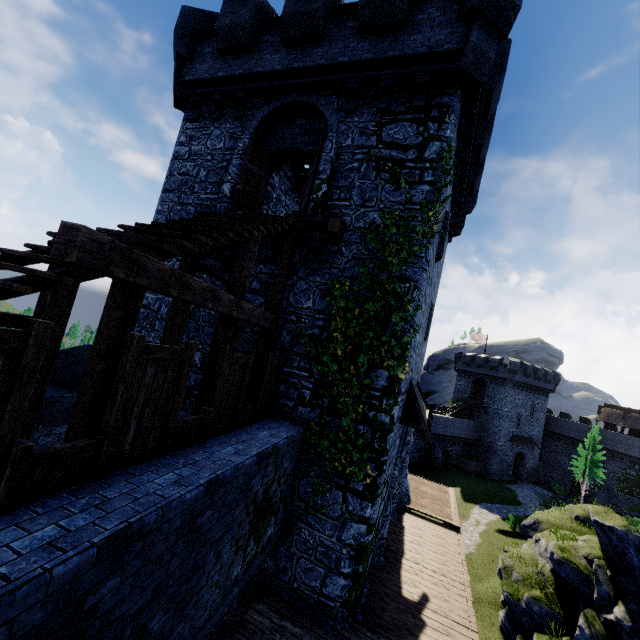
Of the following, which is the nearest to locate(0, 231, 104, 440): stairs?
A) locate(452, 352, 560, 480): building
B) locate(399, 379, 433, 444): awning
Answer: locate(399, 379, 433, 444): awning

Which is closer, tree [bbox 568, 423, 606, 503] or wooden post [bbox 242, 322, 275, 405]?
wooden post [bbox 242, 322, 275, 405]

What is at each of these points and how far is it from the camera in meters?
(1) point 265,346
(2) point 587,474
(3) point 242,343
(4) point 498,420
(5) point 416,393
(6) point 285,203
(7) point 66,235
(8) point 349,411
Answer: (1) wooden post, 8.6
(2) tree, 41.9
(3) building, 9.5
(4) building, 47.3
(5) awning, 12.0
(6) building, 16.6
(7) wooden beam, 3.1
(8) ivy, 8.1

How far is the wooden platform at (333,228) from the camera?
8.3 meters

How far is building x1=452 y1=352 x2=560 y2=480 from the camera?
47.03m

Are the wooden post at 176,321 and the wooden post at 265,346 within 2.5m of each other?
yes

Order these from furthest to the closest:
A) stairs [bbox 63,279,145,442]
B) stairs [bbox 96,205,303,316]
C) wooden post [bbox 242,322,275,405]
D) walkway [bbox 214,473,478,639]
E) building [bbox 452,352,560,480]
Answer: building [bbox 452,352,560,480] → wooden post [bbox 242,322,275,405] → walkway [bbox 214,473,478,639] → stairs [bbox 96,205,303,316] → stairs [bbox 63,279,145,442]

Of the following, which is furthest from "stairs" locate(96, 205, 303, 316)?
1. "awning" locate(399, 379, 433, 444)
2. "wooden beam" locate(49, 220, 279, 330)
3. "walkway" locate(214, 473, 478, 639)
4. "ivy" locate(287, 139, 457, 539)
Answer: "awning" locate(399, 379, 433, 444)
